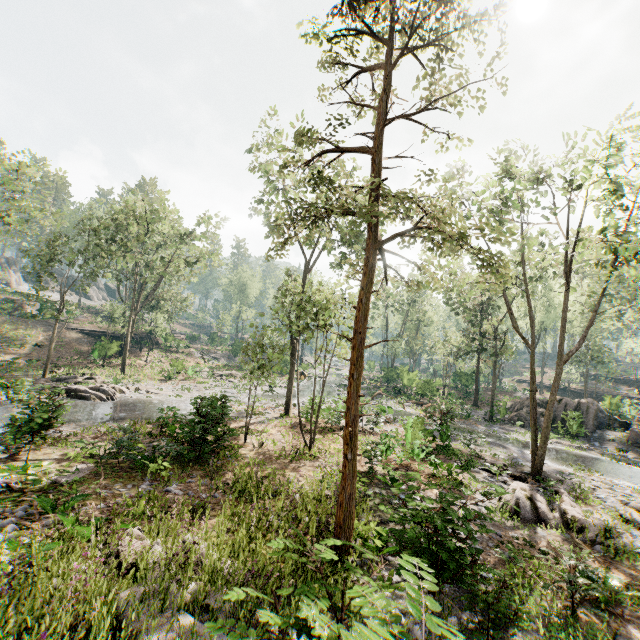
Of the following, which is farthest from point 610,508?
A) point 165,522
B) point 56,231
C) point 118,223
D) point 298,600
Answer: point 56,231

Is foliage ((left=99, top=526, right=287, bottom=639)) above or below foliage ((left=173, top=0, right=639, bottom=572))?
below

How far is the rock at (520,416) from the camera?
29.4m

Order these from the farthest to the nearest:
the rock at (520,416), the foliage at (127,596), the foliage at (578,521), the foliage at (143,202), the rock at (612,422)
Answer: the rock at (520,416) < the rock at (612,422) < the foliage at (143,202) < the foliage at (578,521) < the foliage at (127,596)

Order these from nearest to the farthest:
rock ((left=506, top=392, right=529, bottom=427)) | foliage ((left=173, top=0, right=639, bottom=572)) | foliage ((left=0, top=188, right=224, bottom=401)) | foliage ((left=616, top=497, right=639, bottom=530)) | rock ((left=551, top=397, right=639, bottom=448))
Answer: foliage ((left=173, top=0, right=639, bottom=572)) → foliage ((left=616, top=497, right=639, bottom=530)) → foliage ((left=0, top=188, right=224, bottom=401)) → rock ((left=551, top=397, right=639, bottom=448)) → rock ((left=506, top=392, right=529, bottom=427))

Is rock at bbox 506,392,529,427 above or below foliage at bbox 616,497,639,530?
above

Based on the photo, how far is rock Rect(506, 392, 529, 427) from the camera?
29.4 meters
